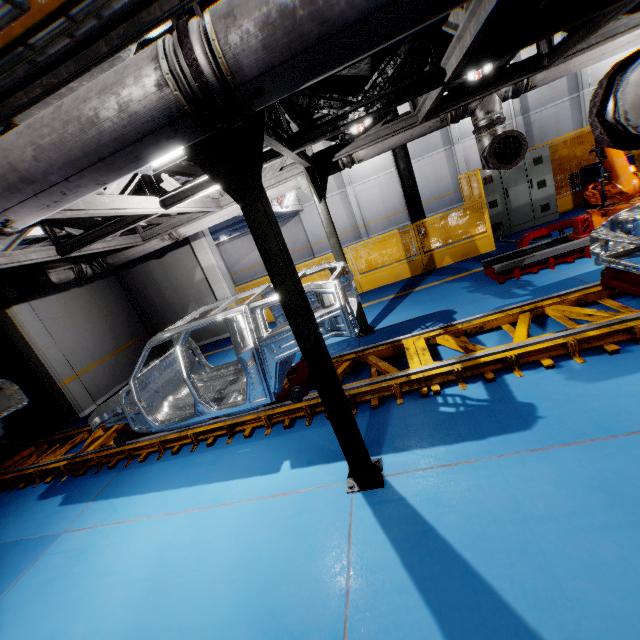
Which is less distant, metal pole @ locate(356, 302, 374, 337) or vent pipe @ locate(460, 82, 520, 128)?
vent pipe @ locate(460, 82, 520, 128)

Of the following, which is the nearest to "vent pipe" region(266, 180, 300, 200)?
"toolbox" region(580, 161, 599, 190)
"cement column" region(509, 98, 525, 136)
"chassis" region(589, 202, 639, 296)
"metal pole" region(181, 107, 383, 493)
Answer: "chassis" region(589, 202, 639, 296)

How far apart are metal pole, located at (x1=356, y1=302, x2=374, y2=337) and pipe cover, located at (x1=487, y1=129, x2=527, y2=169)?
2.7m

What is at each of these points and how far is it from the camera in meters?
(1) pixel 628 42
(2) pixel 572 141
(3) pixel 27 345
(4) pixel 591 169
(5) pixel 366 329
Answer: (1) vent pipe, 4.9
(2) metal panel, 9.8
(3) cement column, 8.0
(4) toolbox, 9.0
(5) metal pole, 6.8

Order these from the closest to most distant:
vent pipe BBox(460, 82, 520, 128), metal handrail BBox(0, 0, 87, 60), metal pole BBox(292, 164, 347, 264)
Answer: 1. metal handrail BBox(0, 0, 87, 60)
2. vent pipe BBox(460, 82, 520, 128)
3. metal pole BBox(292, 164, 347, 264)

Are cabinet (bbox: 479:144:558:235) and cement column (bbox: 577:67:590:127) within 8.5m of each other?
no

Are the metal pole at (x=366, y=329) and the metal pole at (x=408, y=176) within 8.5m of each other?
yes

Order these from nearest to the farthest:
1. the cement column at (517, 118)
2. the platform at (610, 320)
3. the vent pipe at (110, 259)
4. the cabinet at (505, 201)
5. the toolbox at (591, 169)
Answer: the platform at (610, 320), the vent pipe at (110, 259), the toolbox at (591, 169), the cabinet at (505, 201), the cement column at (517, 118)
